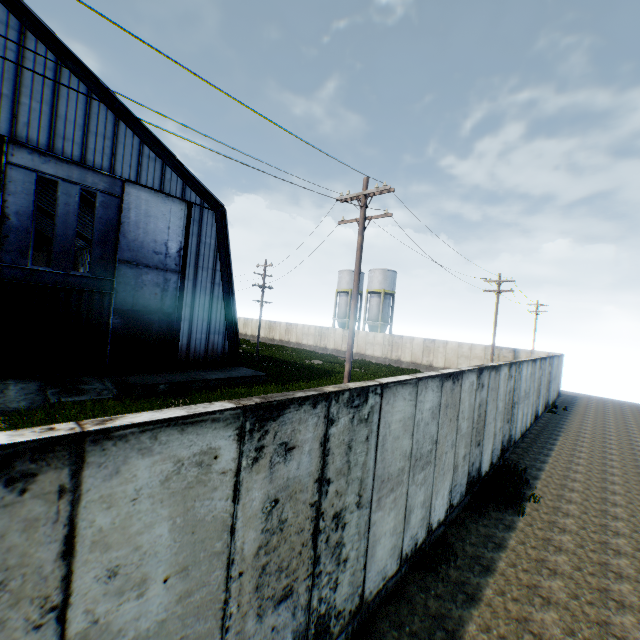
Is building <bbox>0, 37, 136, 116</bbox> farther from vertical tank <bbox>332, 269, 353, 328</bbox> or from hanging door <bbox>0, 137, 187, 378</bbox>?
vertical tank <bbox>332, 269, 353, 328</bbox>

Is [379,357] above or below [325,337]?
below

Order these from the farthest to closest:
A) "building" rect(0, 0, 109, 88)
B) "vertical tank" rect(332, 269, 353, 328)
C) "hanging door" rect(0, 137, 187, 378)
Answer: "vertical tank" rect(332, 269, 353, 328), "hanging door" rect(0, 137, 187, 378), "building" rect(0, 0, 109, 88)

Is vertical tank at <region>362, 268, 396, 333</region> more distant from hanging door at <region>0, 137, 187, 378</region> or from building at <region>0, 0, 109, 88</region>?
hanging door at <region>0, 137, 187, 378</region>

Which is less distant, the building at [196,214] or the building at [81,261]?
the building at [196,214]

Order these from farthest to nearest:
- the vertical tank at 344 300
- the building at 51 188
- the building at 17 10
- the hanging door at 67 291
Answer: the vertical tank at 344 300
the building at 51 188
the hanging door at 67 291
the building at 17 10

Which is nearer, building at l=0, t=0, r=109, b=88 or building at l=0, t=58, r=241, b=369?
building at l=0, t=0, r=109, b=88

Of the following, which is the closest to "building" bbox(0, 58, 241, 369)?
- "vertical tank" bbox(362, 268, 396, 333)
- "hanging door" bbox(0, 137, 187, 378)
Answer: "hanging door" bbox(0, 137, 187, 378)
